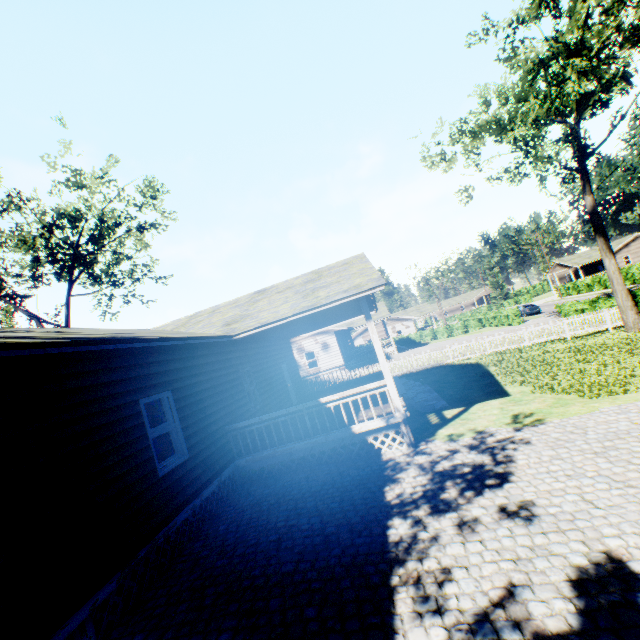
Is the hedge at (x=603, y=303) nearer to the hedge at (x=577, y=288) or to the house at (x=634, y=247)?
the hedge at (x=577, y=288)

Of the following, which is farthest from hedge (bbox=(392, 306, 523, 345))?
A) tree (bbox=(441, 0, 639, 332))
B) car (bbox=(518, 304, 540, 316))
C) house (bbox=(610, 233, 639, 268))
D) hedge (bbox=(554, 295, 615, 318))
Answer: tree (bbox=(441, 0, 639, 332))

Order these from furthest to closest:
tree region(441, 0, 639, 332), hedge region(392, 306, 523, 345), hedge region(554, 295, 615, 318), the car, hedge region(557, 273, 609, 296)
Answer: hedge region(557, 273, 609, 296) → the car → hedge region(392, 306, 523, 345) → hedge region(554, 295, 615, 318) → tree region(441, 0, 639, 332)

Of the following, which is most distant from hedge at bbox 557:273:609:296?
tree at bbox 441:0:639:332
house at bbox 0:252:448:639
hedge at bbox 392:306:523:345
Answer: Answer: tree at bbox 441:0:639:332

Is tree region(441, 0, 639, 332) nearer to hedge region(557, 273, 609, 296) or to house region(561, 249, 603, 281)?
hedge region(557, 273, 609, 296)

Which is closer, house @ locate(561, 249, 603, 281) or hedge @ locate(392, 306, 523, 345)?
hedge @ locate(392, 306, 523, 345)

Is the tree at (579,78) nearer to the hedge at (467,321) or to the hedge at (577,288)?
the hedge at (467,321)

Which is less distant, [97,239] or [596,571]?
[596,571]
